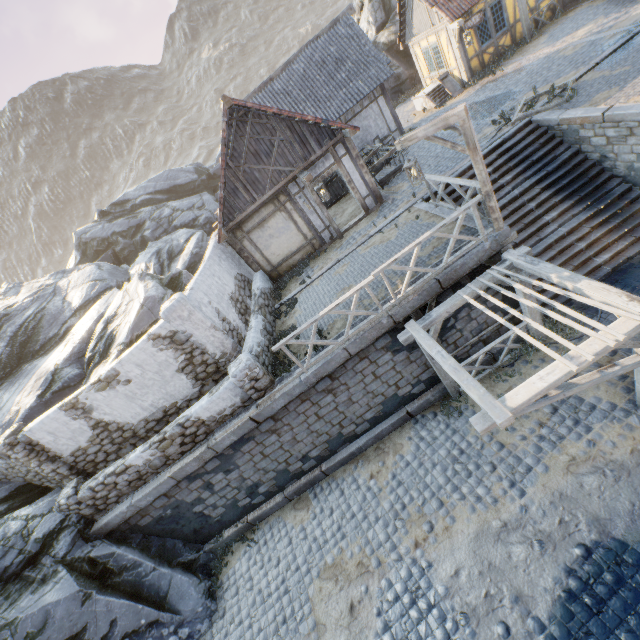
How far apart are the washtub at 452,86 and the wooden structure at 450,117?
13.2m

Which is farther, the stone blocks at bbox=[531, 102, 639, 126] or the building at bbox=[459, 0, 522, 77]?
the building at bbox=[459, 0, 522, 77]

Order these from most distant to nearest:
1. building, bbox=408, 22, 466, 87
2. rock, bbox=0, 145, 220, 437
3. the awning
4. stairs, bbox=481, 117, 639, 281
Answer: building, bbox=408, 22, 466, 87
rock, bbox=0, 145, 220, 437
stairs, bbox=481, 117, 639, 281
the awning

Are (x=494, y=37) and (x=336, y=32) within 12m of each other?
yes

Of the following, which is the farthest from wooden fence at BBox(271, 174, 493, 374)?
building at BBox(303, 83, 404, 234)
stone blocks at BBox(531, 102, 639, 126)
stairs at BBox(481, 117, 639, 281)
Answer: building at BBox(303, 83, 404, 234)

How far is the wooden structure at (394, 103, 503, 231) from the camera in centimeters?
639cm

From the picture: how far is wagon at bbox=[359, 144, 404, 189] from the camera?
13.5 meters

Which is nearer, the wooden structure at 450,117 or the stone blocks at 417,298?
the wooden structure at 450,117
